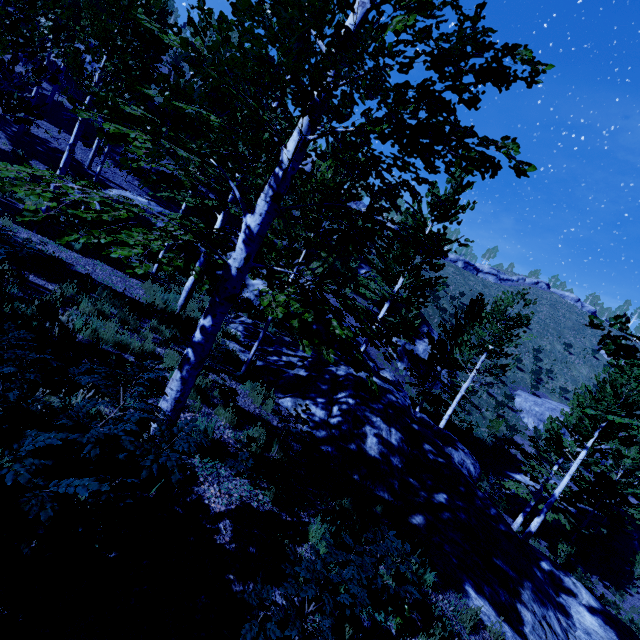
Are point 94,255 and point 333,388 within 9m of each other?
no

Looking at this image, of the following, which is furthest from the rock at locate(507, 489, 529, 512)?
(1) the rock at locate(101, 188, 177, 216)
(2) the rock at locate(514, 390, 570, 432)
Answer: (1) the rock at locate(101, 188, 177, 216)

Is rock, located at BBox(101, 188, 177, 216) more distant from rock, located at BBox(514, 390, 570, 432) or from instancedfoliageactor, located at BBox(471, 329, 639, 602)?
rock, located at BBox(514, 390, 570, 432)

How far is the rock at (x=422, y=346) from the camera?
26.9 meters

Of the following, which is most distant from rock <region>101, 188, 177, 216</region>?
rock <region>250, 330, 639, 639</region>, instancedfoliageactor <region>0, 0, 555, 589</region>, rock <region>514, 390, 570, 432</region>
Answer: rock <region>514, 390, 570, 432</region>

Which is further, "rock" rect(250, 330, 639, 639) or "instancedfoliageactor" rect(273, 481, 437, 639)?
"rock" rect(250, 330, 639, 639)

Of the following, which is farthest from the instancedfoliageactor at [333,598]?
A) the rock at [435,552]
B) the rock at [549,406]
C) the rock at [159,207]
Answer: the rock at [549,406]
